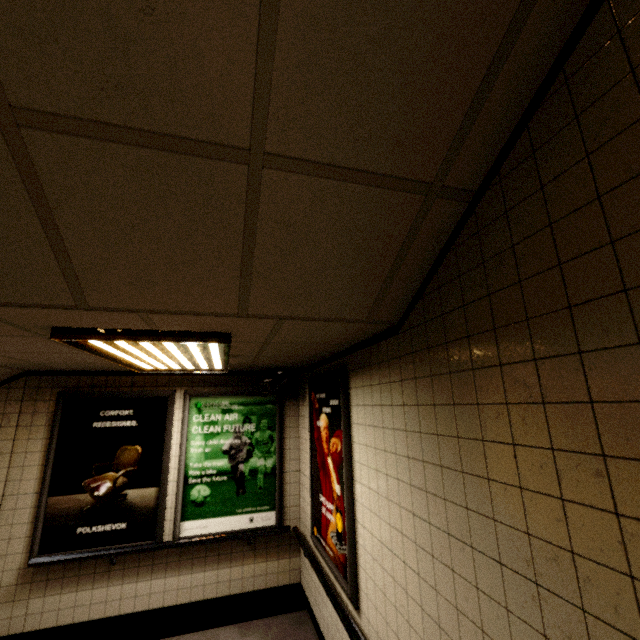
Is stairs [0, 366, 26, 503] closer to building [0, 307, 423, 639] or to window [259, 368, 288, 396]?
building [0, 307, 423, 639]

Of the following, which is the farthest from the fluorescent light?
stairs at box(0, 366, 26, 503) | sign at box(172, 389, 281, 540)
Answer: stairs at box(0, 366, 26, 503)

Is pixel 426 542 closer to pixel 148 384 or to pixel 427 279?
pixel 427 279

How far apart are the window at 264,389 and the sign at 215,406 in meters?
0.2

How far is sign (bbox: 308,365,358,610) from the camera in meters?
2.5 m

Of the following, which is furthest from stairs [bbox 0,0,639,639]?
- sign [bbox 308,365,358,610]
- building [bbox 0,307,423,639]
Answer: sign [bbox 308,365,358,610]

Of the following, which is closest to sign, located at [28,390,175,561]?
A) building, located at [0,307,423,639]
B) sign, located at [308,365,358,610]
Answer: building, located at [0,307,423,639]

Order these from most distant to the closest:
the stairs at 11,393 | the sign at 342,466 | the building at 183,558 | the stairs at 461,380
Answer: the stairs at 11,393 → the sign at 342,466 → the building at 183,558 → the stairs at 461,380
